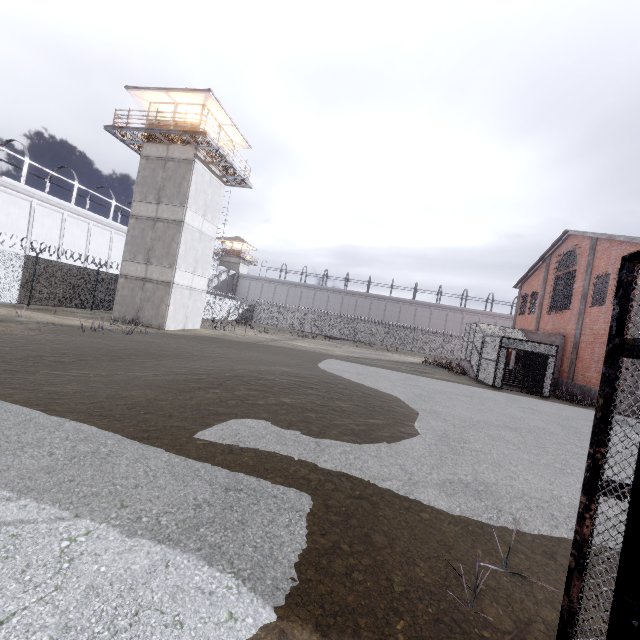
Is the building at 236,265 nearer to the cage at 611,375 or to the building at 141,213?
the building at 141,213

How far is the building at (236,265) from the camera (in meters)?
59.25

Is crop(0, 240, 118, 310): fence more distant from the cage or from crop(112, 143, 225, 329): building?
the cage

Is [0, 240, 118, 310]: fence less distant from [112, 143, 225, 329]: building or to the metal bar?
[112, 143, 225, 329]: building

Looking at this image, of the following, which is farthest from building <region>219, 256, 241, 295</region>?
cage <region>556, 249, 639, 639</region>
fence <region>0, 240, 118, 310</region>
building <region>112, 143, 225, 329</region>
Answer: cage <region>556, 249, 639, 639</region>

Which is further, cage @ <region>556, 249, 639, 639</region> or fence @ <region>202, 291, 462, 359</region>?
fence @ <region>202, 291, 462, 359</region>

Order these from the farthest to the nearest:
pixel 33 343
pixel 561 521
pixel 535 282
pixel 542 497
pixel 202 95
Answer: pixel 535 282
pixel 202 95
pixel 33 343
pixel 542 497
pixel 561 521

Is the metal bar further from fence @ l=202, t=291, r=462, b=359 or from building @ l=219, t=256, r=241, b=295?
building @ l=219, t=256, r=241, b=295
